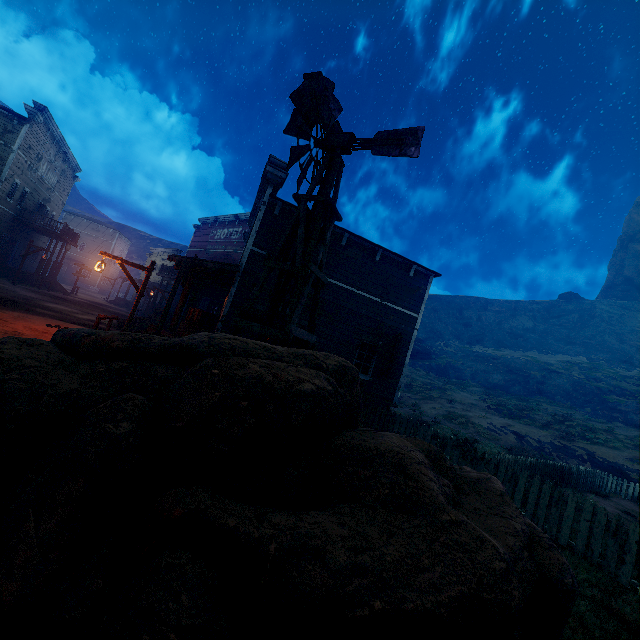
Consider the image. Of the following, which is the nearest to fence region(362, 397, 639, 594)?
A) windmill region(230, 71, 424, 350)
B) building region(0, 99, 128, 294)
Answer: building region(0, 99, 128, 294)

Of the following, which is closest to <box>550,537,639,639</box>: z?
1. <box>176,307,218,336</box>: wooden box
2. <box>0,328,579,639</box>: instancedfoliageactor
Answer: <box>0,328,579,639</box>: instancedfoliageactor

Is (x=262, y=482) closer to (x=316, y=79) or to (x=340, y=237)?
(x=316, y=79)

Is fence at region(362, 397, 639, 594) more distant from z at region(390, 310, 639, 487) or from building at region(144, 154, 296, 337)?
building at region(144, 154, 296, 337)

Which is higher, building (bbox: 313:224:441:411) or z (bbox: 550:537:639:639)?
building (bbox: 313:224:441:411)

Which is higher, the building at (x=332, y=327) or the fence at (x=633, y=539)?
the building at (x=332, y=327)

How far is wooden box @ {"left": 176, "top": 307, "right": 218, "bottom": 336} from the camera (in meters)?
12.30

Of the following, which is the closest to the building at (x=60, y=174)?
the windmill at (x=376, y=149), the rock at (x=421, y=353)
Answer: the windmill at (x=376, y=149)
